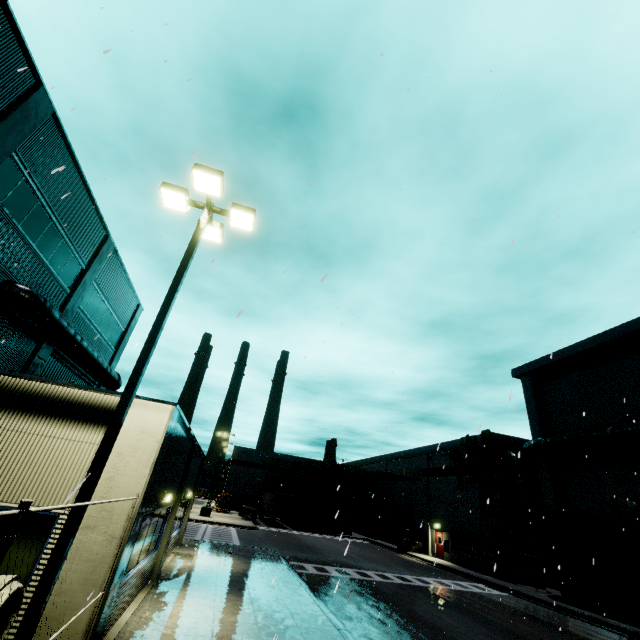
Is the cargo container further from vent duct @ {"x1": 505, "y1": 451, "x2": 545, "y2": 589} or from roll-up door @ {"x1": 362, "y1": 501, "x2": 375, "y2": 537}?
vent duct @ {"x1": 505, "y1": 451, "x2": 545, "y2": 589}

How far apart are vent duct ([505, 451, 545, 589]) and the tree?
0.9 meters

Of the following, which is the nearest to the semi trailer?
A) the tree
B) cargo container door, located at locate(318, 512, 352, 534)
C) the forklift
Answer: cargo container door, located at locate(318, 512, 352, 534)

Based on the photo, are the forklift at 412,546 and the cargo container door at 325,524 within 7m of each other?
no

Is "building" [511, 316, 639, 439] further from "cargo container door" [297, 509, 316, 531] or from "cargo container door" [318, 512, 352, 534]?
"cargo container door" [297, 509, 316, 531]

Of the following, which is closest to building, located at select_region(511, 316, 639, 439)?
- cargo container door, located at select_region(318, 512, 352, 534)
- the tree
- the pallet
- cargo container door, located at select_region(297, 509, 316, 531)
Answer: the tree

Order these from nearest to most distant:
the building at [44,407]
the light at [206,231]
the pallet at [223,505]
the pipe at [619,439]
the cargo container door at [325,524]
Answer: the light at [206,231]
the building at [44,407]
the pipe at [619,439]
the cargo container door at [325,524]
the pallet at [223,505]

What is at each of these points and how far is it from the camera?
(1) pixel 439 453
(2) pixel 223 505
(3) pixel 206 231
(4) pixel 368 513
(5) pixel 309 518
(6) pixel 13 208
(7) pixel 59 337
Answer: (1) building, 36.2 meters
(2) pallet, 52.2 meters
(3) light, 9.3 meters
(4) roll-up door, 50.2 meters
(5) cargo container door, 43.7 meters
(6) building, 11.9 meters
(7) vent duct, 14.8 meters
